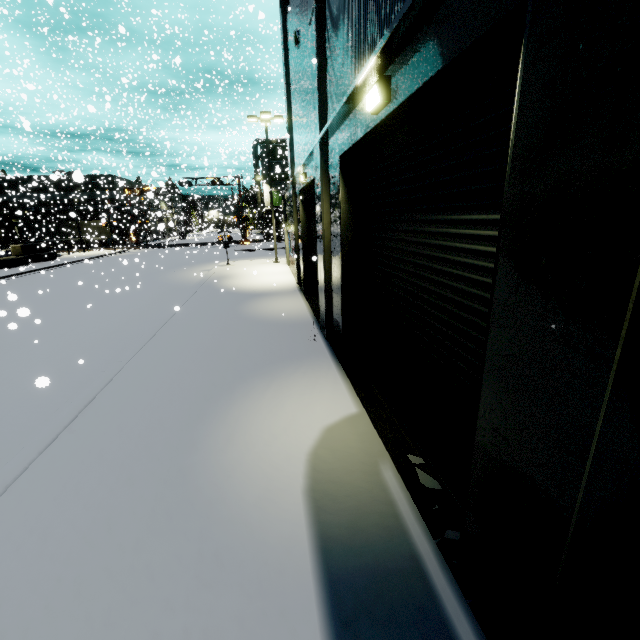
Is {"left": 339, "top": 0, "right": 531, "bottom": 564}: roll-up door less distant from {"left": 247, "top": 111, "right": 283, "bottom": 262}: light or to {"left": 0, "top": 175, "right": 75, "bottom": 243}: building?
{"left": 0, "top": 175, "right": 75, "bottom": 243}: building

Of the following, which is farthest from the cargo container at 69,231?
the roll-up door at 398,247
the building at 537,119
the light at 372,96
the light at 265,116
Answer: the light at 372,96

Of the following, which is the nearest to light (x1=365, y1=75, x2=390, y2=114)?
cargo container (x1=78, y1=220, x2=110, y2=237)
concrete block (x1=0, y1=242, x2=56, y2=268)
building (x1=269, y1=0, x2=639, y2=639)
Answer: building (x1=269, y1=0, x2=639, y2=639)

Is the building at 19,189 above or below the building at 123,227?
above

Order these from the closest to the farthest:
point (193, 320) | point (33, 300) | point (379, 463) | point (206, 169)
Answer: point (379, 463)
point (193, 320)
point (33, 300)
point (206, 169)

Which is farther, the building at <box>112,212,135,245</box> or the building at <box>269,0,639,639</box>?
the building at <box>112,212,135,245</box>

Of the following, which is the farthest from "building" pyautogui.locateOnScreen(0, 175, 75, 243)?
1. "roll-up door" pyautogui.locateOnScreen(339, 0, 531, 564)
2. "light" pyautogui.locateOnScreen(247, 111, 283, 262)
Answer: "light" pyautogui.locateOnScreen(247, 111, 283, 262)

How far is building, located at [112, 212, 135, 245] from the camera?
47.2 meters
